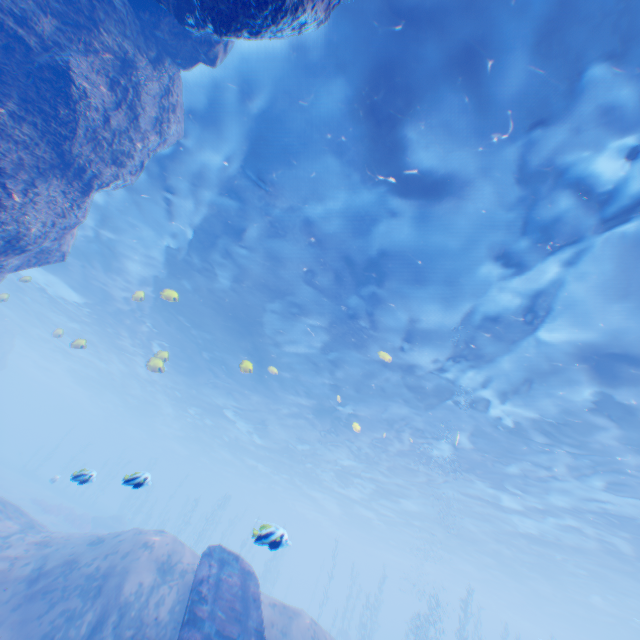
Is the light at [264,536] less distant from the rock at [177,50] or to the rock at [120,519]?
the rock at [177,50]

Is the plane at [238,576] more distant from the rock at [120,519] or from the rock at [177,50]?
the rock at [120,519]

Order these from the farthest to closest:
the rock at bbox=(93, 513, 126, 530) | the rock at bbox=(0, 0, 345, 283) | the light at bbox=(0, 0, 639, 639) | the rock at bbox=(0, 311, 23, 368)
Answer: the rock at bbox=(0, 311, 23, 368)
the rock at bbox=(93, 513, 126, 530)
the light at bbox=(0, 0, 639, 639)
the rock at bbox=(0, 0, 345, 283)

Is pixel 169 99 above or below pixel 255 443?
below

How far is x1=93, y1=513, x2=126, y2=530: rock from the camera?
29.2 meters

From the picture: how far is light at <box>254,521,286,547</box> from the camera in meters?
5.7

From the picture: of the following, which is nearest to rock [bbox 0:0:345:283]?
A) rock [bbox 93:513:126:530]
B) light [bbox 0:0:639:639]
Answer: Result: light [bbox 0:0:639:639]

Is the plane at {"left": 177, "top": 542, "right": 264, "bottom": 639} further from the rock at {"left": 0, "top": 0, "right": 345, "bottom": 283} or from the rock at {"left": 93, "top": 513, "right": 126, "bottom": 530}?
the rock at {"left": 93, "top": 513, "right": 126, "bottom": 530}
